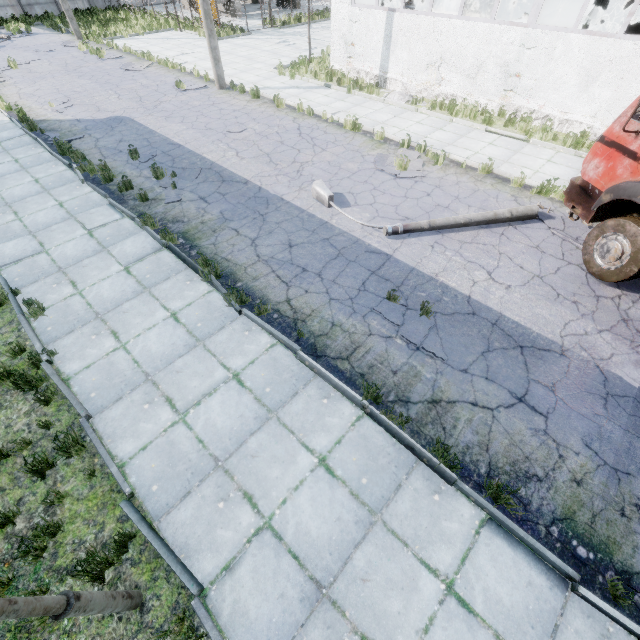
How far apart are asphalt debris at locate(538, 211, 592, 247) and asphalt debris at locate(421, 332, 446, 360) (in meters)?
4.51

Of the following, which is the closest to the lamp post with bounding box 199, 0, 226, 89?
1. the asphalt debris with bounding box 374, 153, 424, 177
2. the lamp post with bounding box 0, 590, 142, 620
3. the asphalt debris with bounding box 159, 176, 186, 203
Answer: the asphalt debris with bounding box 159, 176, 186, 203

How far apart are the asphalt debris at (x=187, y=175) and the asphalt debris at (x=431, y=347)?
7.1 meters

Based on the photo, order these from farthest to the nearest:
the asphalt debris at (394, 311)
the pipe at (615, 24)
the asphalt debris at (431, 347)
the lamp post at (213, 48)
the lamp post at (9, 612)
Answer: the pipe at (615, 24), the lamp post at (213, 48), the asphalt debris at (394, 311), the asphalt debris at (431, 347), the lamp post at (9, 612)

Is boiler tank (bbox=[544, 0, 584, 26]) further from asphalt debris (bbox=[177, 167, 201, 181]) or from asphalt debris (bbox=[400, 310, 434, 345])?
asphalt debris (bbox=[400, 310, 434, 345])

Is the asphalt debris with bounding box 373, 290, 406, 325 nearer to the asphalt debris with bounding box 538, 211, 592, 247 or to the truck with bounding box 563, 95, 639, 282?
the truck with bounding box 563, 95, 639, 282

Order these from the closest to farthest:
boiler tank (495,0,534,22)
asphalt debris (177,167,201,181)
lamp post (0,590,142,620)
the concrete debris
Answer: lamp post (0,590,142,620), asphalt debris (177,167,201,181), the concrete debris, boiler tank (495,0,534,22)

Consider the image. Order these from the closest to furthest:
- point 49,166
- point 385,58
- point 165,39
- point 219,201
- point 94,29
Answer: point 219,201 < point 49,166 < point 385,58 < point 165,39 < point 94,29
